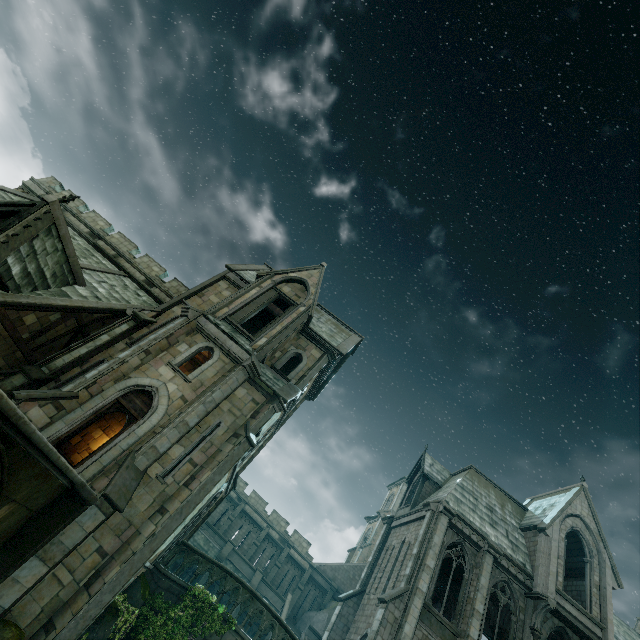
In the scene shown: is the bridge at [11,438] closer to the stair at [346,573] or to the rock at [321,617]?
the rock at [321,617]

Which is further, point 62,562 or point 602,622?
point 602,622

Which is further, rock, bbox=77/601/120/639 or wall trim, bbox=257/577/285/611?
wall trim, bbox=257/577/285/611

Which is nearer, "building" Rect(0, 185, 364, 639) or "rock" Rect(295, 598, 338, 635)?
"building" Rect(0, 185, 364, 639)

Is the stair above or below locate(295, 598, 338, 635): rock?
above

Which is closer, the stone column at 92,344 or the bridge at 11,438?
the bridge at 11,438

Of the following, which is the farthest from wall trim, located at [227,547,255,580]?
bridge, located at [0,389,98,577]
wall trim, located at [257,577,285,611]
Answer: bridge, located at [0,389,98,577]

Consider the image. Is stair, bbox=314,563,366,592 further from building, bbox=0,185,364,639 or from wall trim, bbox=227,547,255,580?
wall trim, bbox=227,547,255,580
